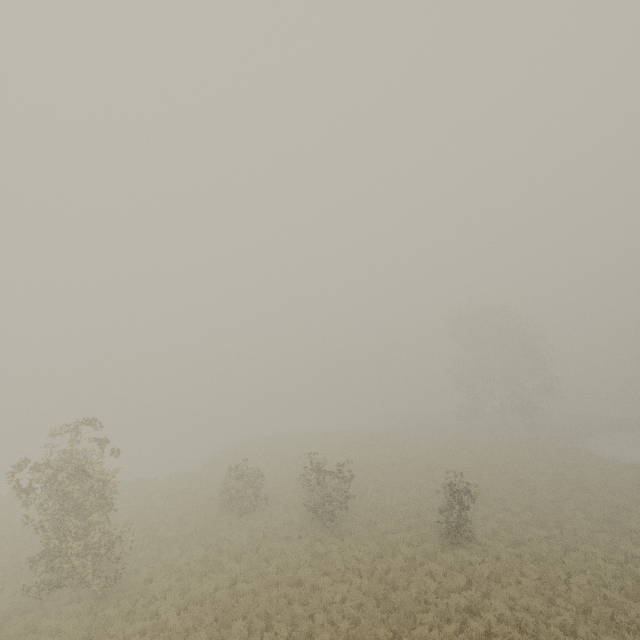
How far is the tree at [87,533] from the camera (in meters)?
11.56

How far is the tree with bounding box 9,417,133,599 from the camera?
11.56m

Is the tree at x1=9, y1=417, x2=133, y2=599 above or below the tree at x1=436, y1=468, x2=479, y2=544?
above

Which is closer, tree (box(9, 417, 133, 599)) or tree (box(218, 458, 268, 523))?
tree (box(9, 417, 133, 599))

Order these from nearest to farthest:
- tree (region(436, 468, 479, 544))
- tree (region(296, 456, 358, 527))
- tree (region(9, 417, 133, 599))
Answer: tree (region(9, 417, 133, 599))
tree (region(436, 468, 479, 544))
tree (region(296, 456, 358, 527))

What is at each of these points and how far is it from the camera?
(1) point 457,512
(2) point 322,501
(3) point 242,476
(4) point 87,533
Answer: (1) tree, 15.6m
(2) tree, 18.1m
(3) tree, 20.9m
(4) tree, 13.2m
